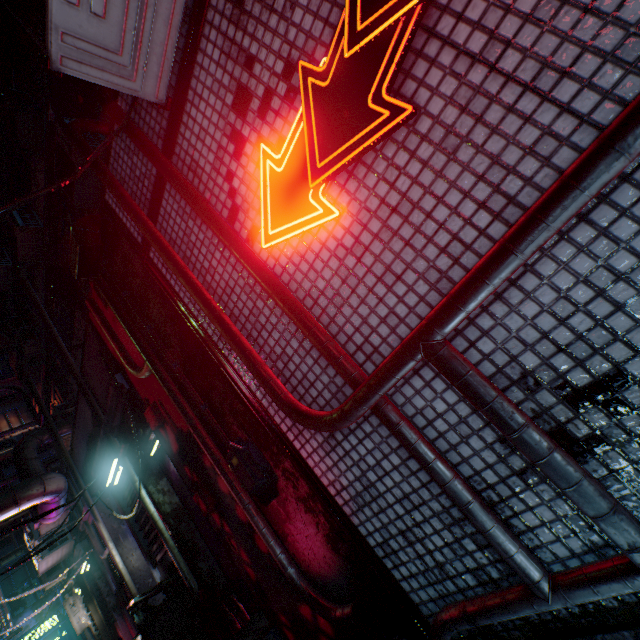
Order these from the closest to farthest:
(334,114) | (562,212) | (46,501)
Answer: (562,212)
(334,114)
(46,501)

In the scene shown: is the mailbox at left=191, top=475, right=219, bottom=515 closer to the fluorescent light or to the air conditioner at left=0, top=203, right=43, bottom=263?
the fluorescent light

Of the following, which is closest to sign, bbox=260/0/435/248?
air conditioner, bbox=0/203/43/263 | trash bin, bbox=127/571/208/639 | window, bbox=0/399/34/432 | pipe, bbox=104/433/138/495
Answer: pipe, bbox=104/433/138/495

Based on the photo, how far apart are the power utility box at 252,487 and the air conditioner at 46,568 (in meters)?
6.50

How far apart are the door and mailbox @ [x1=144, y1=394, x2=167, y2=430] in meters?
0.3 m

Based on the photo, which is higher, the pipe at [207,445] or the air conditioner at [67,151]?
the air conditioner at [67,151]

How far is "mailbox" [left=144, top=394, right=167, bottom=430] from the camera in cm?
303

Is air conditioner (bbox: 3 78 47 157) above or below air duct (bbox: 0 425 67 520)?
above
